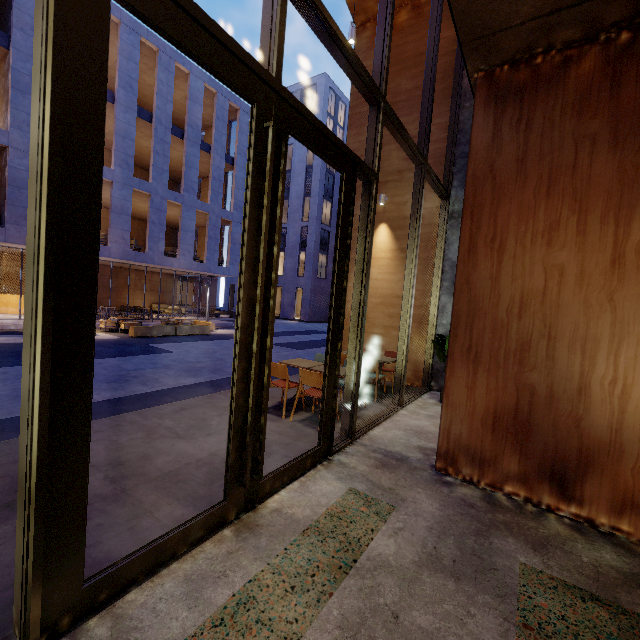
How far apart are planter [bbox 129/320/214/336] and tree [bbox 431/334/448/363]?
13.2m

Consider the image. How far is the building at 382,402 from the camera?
5.6m

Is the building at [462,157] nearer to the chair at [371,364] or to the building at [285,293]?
the chair at [371,364]

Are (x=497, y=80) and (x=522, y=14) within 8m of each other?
yes

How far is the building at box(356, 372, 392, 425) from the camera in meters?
5.6 m

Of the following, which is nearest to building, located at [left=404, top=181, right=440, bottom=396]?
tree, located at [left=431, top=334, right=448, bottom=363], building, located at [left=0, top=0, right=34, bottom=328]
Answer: tree, located at [left=431, top=334, right=448, bottom=363]

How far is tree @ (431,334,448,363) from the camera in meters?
6.5

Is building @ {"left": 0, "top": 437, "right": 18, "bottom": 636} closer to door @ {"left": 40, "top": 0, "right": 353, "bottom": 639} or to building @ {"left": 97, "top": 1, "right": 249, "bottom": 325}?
door @ {"left": 40, "top": 0, "right": 353, "bottom": 639}
